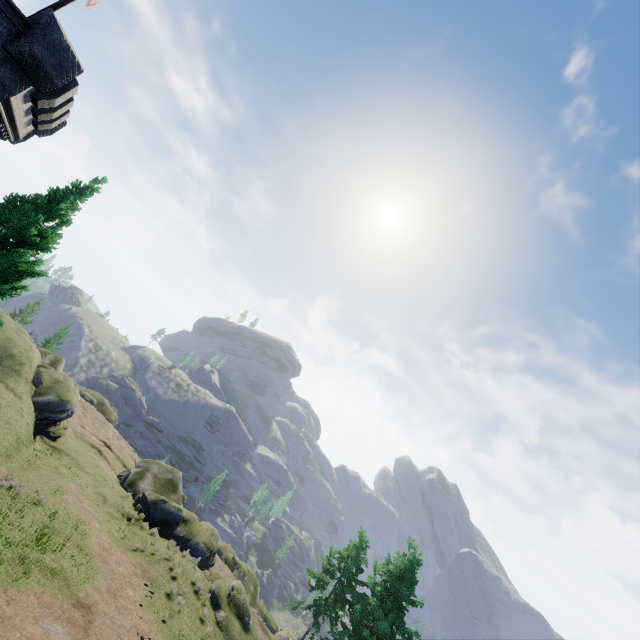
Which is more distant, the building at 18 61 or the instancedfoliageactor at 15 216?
the building at 18 61

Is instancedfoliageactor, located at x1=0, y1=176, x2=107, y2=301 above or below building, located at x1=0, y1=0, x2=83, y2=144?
below

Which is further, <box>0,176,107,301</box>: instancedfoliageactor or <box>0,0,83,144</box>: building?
<box>0,0,83,144</box>: building

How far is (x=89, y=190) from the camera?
11.6 meters

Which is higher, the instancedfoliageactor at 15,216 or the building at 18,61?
the building at 18,61
